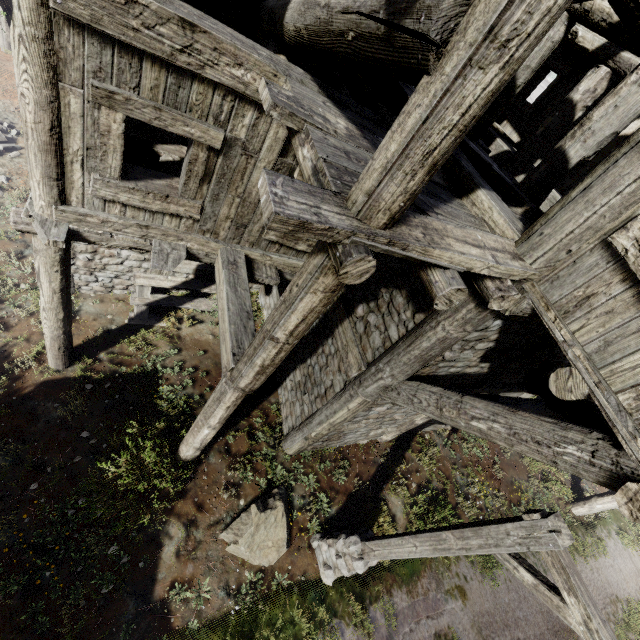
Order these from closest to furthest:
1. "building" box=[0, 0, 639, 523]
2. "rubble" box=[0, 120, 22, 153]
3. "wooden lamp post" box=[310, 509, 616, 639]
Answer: "building" box=[0, 0, 639, 523] < "wooden lamp post" box=[310, 509, 616, 639] < "rubble" box=[0, 120, 22, 153]

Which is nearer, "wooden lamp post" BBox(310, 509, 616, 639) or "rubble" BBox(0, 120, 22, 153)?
"wooden lamp post" BBox(310, 509, 616, 639)

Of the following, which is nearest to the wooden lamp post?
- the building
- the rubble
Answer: the building

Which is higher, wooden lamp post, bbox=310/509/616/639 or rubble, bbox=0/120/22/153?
wooden lamp post, bbox=310/509/616/639

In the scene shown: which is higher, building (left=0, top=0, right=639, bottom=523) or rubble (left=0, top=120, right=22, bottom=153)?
building (left=0, top=0, right=639, bottom=523)

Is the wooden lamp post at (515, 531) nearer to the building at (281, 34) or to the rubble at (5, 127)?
the building at (281, 34)

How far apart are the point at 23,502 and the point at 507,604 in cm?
1013
